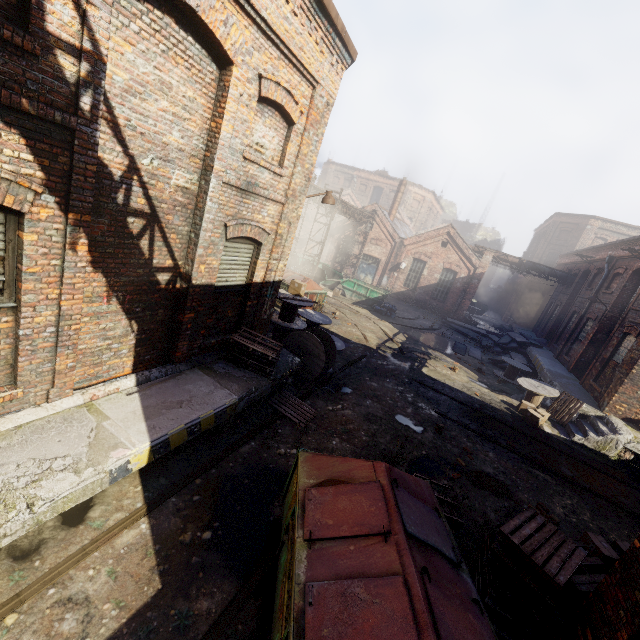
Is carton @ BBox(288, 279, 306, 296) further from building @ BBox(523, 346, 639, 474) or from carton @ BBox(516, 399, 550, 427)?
building @ BBox(523, 346, 639, 474)

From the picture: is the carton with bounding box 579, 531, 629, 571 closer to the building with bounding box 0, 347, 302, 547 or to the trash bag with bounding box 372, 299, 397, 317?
the building with bounding box 0, 347, 302, 547

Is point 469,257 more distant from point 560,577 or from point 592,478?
point 560,577

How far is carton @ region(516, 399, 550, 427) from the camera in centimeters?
1198cm

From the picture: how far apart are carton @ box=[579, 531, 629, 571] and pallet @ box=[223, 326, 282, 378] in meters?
7.4

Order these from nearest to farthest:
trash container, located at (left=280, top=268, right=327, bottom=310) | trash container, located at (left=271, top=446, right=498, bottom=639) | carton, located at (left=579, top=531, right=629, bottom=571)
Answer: trash container, located at (left=271, top=446, right=498, bottom=639) → carton, located at (left=579, top=531, right=629, bottom=571) → trash container, located at (left=280, top=268, right=327, bottom=310)

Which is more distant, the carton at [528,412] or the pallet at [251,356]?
the carton at [528,412]

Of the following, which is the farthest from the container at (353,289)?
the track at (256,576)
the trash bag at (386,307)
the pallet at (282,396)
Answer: the track at (256,576)
